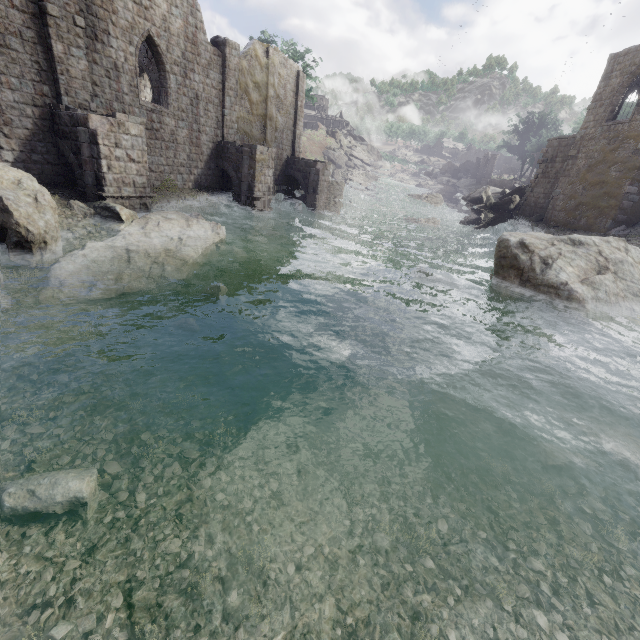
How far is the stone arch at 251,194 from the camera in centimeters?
2055cm

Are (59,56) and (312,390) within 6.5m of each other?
no

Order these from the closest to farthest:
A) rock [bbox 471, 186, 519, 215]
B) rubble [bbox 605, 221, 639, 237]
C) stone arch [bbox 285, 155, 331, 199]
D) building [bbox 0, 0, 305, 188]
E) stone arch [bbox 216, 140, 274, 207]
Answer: building [bbox 0, 0, 305, 188], rubble [bbox 605, 221, 639, 237], stone arch [bbox 216, 140, 274, 207], stone arch [bbox 285, 155, 331, 199], rock [bbox 471, 186, 519, 215]

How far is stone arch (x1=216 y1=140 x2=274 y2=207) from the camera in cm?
2055

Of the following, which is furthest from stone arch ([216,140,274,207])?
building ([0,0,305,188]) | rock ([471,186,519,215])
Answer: rock ([471,186,519,215])

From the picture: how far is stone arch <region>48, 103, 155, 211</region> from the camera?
12.38m

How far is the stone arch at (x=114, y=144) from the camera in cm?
1238

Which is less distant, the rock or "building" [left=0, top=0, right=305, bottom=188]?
"building" [left=0, top=0, right=305, bottom=188]
